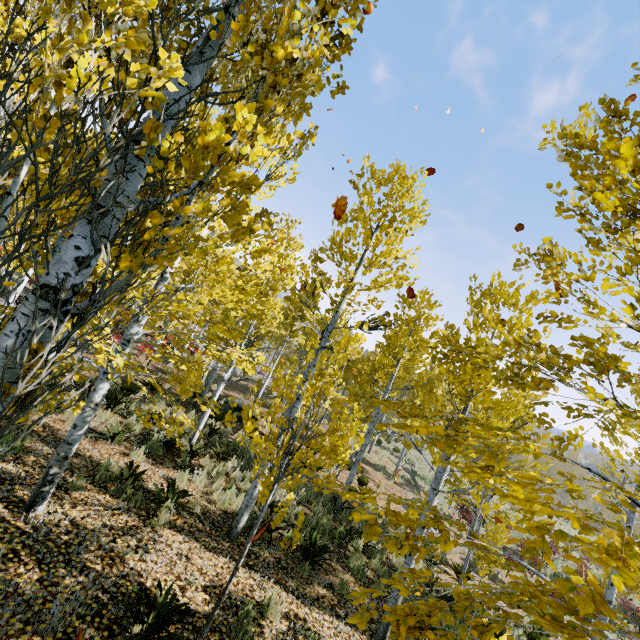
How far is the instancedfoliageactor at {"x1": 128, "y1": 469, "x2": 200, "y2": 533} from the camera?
5.7m

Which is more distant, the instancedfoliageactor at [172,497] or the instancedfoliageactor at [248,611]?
the instancedfoliageactor at [172,497]

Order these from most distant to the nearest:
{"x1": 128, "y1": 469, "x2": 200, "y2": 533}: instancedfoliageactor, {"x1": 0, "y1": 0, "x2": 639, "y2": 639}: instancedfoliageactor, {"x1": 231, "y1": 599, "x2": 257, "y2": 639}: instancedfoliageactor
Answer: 1. {"x1": 128, "y1": 469, "x2": 200, "y2": 533}: instancedfoliageactor
2. {"x1": 231, "y1": 599, "x2": 257, "y2": 639}: instancedfoliageactor
3. {"x1": 0, "y1": 0, "x2": 639, "y2": 639}: instancedfoliageactor

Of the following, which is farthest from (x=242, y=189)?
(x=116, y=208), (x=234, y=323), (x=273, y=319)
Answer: (x=234, y=323)

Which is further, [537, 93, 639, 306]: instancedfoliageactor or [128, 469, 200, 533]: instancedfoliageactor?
[128, 469, 200, 533]: instancedfoliageactor
